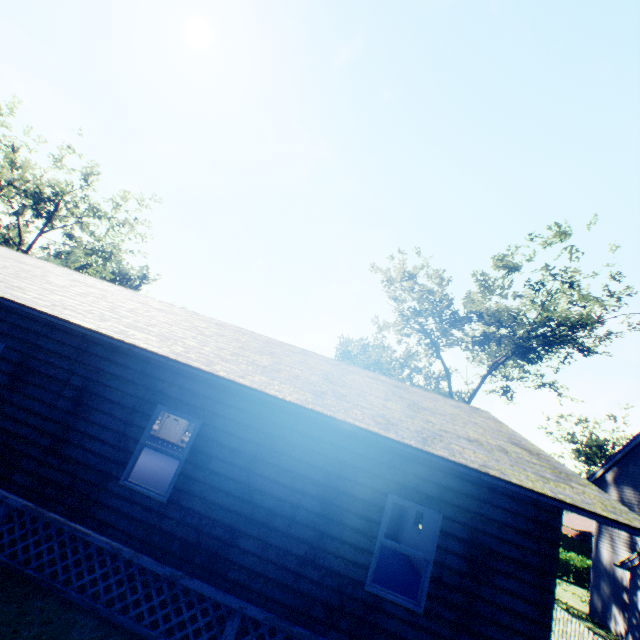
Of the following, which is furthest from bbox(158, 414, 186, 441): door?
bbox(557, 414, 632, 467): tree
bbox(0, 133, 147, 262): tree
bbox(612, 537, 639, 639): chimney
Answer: bbox(557, 414, 632, 467): tree

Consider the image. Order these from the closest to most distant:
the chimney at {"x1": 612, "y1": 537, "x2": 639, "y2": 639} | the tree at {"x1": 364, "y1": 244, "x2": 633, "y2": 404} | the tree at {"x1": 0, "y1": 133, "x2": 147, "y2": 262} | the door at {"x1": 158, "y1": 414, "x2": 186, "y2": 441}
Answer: the chimney at {"x1": 612, "y1": 537, "x2": 639, "y2": 639}, the door at {"x1": 158, "y1": 414, "x2": 186, "y2": 441}, the tree at {"x1": 364, "y1": 244, "x2": 633, "y2": 404}, the tree at {"x1": 0, "y1": 133, "x2": 147, "y2": 262}

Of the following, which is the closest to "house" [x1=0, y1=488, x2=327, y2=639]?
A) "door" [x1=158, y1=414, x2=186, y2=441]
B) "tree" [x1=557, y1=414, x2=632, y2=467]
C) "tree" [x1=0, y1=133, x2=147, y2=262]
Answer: "door" [x1=158, y1=414, x2=186, y2=441]

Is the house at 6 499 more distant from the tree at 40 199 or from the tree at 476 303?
the tree at 40 199

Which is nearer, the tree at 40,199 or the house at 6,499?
the house at 6,499

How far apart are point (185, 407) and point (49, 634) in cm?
377

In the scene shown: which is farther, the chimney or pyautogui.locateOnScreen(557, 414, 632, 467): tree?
pyautogui.locateOnScreen(557, 414, 632, 467): tree

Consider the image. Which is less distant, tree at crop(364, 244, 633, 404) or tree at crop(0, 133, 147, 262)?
tree at crop(364, 244, 633, 404)
